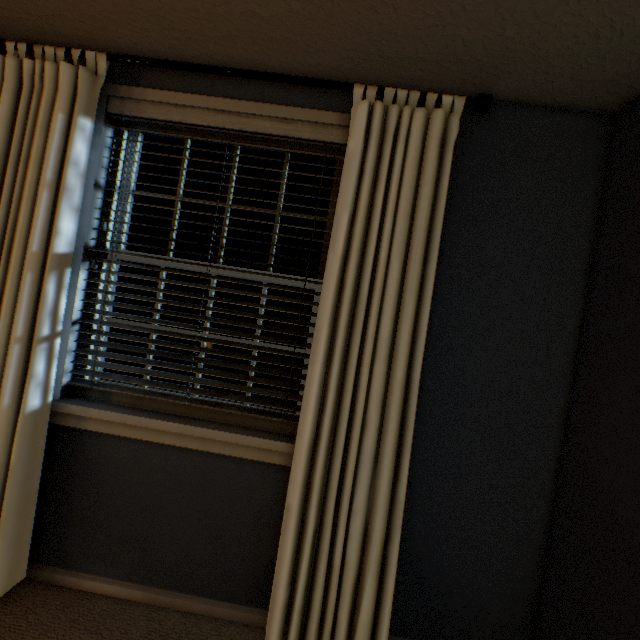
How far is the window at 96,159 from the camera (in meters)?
1.44

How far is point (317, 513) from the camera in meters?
1.2 m

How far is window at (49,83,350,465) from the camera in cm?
144
